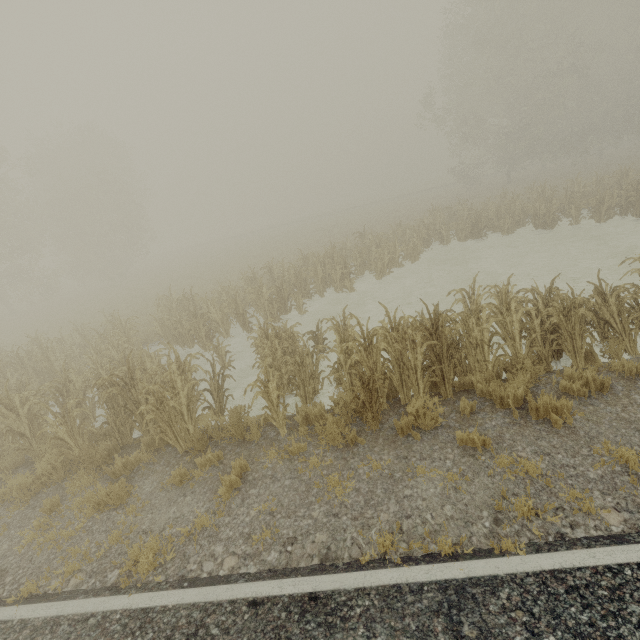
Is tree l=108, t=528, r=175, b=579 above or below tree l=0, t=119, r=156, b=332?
below

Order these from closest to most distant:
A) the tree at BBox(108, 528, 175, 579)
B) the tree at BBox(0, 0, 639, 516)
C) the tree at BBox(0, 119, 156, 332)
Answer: the tree at BBox(108, 528, 175, 579) < the tree at BBox(0, 0, 639, 516) < the tree at BBox(0, 119, 156, 332)

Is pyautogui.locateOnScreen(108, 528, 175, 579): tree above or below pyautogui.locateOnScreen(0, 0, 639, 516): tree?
below

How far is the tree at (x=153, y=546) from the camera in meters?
4.3

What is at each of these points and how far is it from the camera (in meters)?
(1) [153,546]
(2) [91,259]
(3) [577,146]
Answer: (1) tree, 4.64
(2) tree, 31.69
(3) tree, 27.59

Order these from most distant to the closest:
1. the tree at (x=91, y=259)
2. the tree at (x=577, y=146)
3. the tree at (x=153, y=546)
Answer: the tree at (x=91, y=259)
the tree at (x=577, y=146)
the tree at (x=153, y=546)

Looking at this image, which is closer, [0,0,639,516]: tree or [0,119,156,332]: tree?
[0,0,639,516]: tree

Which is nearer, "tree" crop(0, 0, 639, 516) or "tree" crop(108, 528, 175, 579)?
"tree" crop(108, 528, 175, 579)
